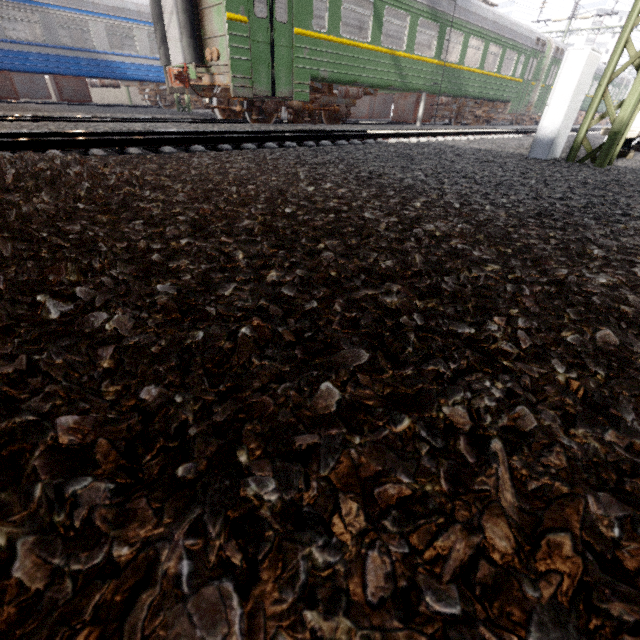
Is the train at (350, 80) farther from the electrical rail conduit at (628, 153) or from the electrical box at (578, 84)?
the electrical rail conduit at (628, 153)

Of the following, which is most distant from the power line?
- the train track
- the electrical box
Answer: the train track

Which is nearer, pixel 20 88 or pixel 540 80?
pixel 20 88

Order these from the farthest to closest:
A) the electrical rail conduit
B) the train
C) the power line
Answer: the train < the electrical rail conduit < the power line

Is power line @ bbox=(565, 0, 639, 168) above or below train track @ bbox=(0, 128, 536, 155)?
above

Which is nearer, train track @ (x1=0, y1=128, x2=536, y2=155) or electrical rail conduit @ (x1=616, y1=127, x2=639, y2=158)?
train track @ (x1=0, y1=128, x2=536, y2=155)

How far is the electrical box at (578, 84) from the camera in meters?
4.6 m

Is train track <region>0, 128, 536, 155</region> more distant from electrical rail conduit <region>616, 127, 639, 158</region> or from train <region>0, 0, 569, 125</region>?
electrical rail conduit <region>616, 127, 639, 158</region>
